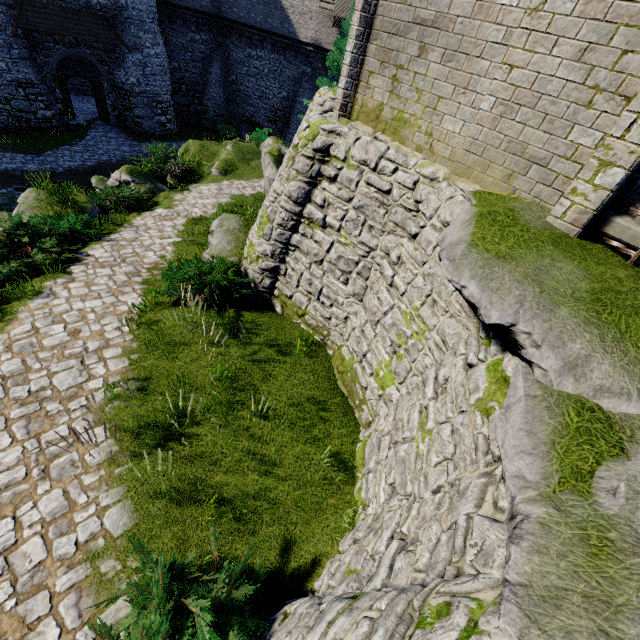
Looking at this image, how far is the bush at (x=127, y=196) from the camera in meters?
11.9 m

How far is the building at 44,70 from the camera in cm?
2038

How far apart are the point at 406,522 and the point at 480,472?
1.07m

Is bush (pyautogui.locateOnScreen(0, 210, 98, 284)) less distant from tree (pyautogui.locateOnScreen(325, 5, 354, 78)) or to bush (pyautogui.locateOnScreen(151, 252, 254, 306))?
bush (pyautogui.locateOnScreen(151, 252, 254, 306))

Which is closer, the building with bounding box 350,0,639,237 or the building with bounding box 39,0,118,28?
the building with bounding box 350,0,639,237

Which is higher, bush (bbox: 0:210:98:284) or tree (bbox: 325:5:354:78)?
tree (bbox: 325:5:354:78)

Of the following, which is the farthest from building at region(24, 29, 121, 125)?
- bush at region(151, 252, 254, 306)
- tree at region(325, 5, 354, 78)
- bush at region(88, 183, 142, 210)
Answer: bush at region(151, 252, 254, 306)

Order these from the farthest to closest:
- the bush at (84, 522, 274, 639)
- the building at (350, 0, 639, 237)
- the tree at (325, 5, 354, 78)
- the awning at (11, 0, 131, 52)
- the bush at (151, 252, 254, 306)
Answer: the tree at (325, 5, 354, 78) → the awning at (11, 0, 131, 52) → the bush at (151, 252, 254, 306) → the building at (350, 0, 639, 237) → the bush at (84, 522, 274, 639)
